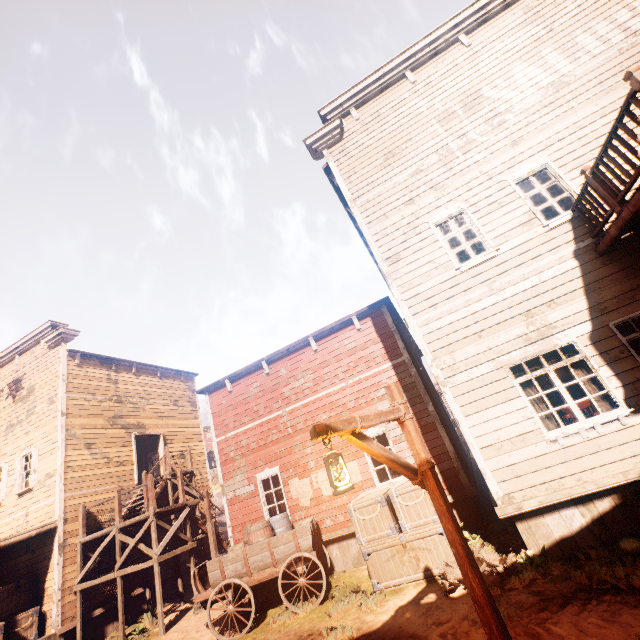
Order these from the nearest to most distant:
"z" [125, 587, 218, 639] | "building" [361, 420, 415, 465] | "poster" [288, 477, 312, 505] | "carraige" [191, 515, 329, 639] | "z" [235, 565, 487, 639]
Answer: "z" [235, 565, 487, 639], "carraige" [191, 515, 329, 639], "z" [125, 587, 218, 639], "building" [361, 420, 415, 465], "poster" [288, 477, 312, 505]

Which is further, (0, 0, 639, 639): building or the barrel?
the barrel

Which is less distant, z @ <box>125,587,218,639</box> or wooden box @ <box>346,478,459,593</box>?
wooden box @ <box>346,478,459,593</box>

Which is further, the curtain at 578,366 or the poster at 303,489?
the poster at 303,489

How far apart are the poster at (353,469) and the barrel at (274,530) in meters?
1.2 m

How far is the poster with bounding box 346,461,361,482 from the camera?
9.88m

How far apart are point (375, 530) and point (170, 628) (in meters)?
7.95

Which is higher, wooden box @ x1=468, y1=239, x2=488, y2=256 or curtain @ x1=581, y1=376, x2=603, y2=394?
wooden box @ x1=468, y1=239, x2=488, y2=256
